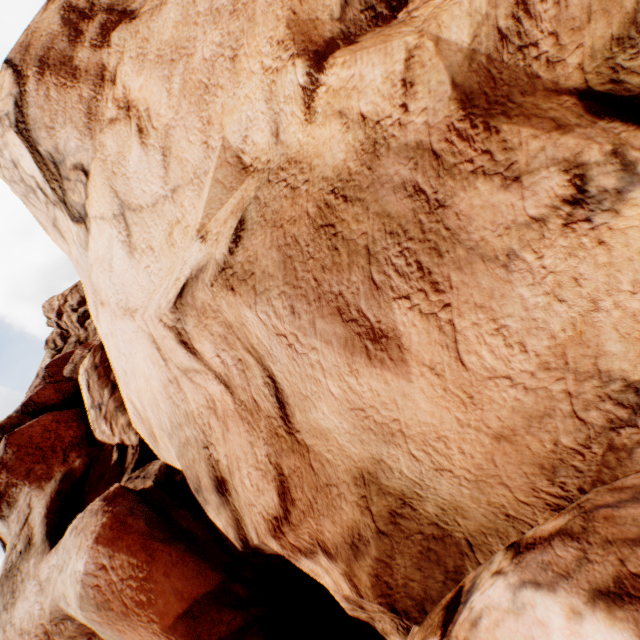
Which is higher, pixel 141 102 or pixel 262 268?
pixel 141 102
